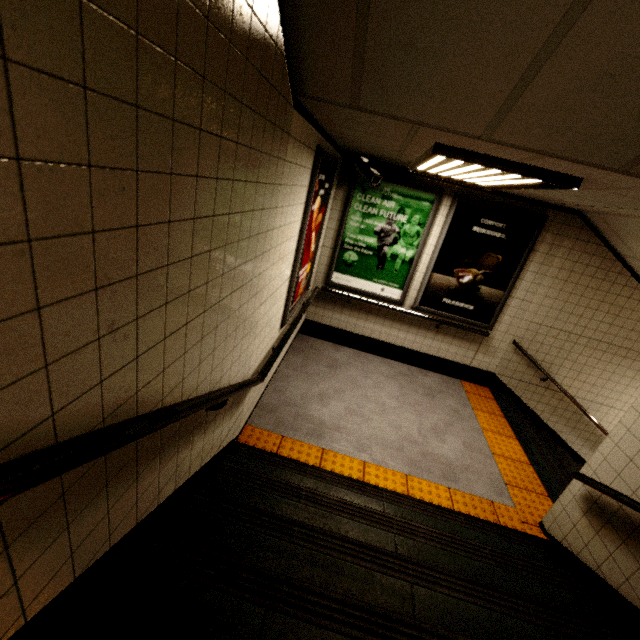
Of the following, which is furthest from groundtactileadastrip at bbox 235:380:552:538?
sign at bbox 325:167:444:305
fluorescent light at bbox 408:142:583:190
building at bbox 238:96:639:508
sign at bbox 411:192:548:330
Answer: fluorescent light at bbox 408:142:583:190

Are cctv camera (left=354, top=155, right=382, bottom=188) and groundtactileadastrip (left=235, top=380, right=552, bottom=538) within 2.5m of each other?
no

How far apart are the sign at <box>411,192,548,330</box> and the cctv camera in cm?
113

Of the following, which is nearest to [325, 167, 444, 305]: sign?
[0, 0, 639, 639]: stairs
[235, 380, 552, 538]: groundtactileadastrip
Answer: [235, 380, 552, 538]: groundtactileadastrip

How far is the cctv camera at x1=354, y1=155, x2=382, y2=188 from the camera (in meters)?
4.11

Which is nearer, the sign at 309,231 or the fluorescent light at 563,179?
the fluorescent light at 563,179

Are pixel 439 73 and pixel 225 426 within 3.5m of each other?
yes

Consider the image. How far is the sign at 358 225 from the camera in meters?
4.6
